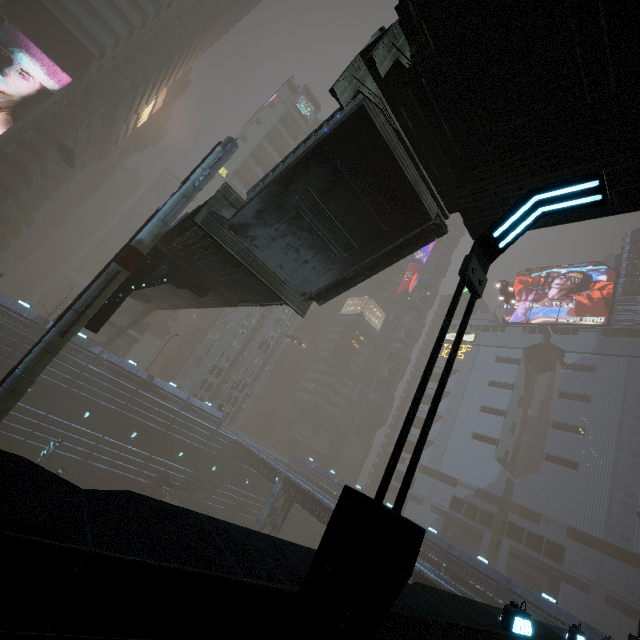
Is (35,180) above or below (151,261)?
above

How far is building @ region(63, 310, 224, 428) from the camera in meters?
36.7 m

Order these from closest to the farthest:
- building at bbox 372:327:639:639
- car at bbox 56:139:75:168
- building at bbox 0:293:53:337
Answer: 1. building at bbox 372:327:639:639
2. building at bbox 0:293:53:337
3. car at bbox 56:139:75:168

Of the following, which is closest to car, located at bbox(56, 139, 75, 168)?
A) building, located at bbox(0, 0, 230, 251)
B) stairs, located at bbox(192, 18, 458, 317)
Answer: building, located at bbox(0, 0, 230, 251)

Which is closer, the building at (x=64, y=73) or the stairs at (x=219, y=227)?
the stairs at (x=219, y=227)

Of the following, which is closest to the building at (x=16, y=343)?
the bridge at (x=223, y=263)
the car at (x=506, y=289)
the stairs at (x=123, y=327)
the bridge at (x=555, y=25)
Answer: the car at (x=506, y=289)

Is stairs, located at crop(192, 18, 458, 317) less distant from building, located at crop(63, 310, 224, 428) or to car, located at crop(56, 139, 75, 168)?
building, located at crop(63, 310, 224, 428)

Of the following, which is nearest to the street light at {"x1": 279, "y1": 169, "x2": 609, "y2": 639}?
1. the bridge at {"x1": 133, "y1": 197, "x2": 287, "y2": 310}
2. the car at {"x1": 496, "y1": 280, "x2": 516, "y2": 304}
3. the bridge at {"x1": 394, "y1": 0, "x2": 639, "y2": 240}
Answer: the bridge at {"x1": 394, "y1": 0, "x2": 639, "y2": 240}
